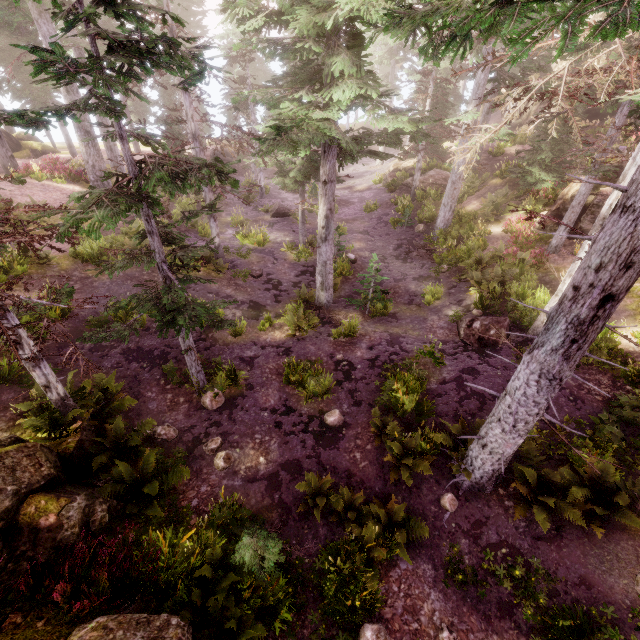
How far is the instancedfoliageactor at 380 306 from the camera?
14.7m

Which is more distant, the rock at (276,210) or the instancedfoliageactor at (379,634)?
the rock at (276,210)

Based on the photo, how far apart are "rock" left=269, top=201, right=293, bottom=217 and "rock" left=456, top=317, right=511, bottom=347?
15.5m

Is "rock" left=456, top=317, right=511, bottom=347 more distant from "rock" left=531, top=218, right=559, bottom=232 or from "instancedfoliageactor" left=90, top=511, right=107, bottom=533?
"rock" left=531, top=218, right=559, bottom=232

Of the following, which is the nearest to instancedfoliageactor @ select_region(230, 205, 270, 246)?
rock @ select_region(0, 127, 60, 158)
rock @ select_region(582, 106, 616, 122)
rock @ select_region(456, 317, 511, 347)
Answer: rock @ select_region(582, 106, 616, 122)

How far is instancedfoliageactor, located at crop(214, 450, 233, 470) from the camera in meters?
8.9

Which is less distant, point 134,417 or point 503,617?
point 503,617

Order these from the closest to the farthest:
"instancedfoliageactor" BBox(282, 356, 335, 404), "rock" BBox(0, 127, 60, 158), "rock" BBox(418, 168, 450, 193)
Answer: "instancedfoliageactor" BBox(282, 356, 335, 404)
"rock" BBox(418, 168, 450, 193)
"rock" BBox(0, 127, 60, 158)
